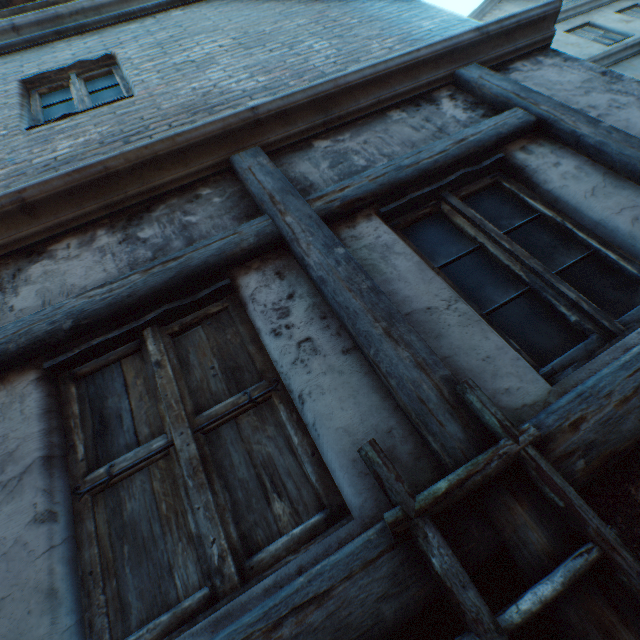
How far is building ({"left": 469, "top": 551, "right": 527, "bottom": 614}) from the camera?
1.00m

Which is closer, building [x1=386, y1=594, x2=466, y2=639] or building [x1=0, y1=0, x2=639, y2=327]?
building [x1=386, y1=594, x2=466, y2=639]

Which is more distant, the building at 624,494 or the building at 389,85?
the building at 389,85

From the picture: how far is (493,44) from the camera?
2.8m

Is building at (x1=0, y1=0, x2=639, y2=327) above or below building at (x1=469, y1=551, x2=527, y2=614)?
above

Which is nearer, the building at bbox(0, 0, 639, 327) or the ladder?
the ladder

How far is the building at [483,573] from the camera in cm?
100
